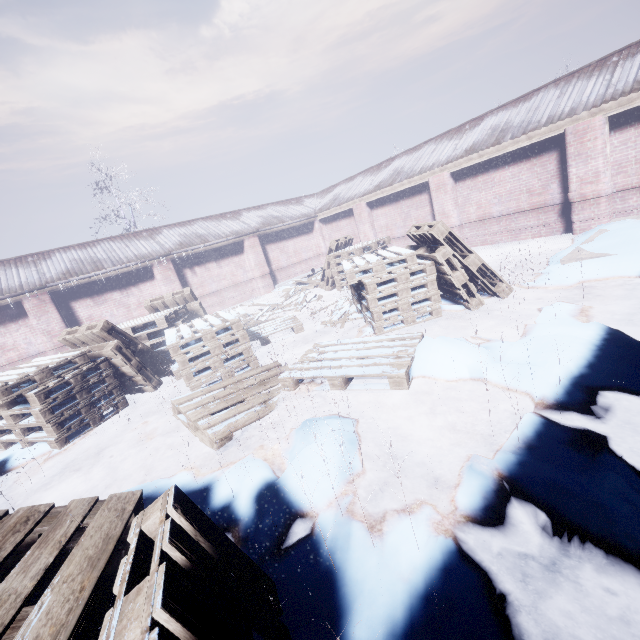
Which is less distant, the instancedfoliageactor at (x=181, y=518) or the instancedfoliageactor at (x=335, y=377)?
the instancedfoliageactor at (x=181, y=518)

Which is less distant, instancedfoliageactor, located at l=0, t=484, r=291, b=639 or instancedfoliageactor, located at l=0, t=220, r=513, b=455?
instancedfoliageactor, located at l=0, t=484, r=291, b=639

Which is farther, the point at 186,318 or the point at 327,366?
the point at 186,318
